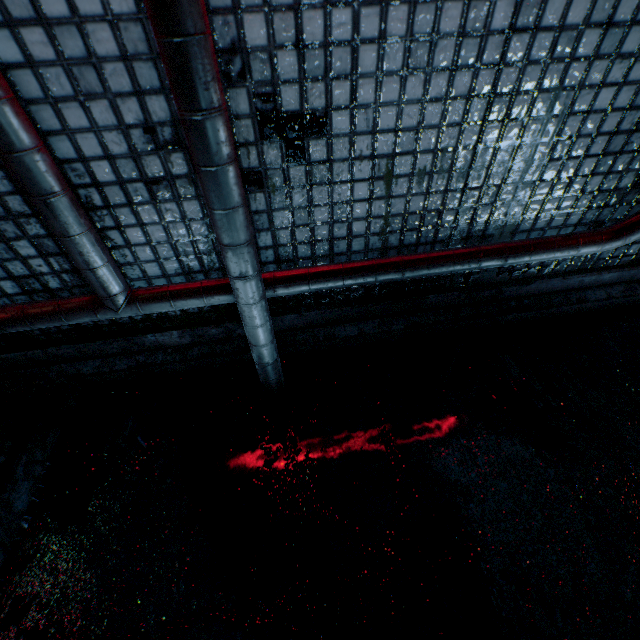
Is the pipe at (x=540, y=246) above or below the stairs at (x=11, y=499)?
above

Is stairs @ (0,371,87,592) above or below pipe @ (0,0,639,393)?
below

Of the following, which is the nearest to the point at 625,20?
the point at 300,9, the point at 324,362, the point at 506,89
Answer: the point at 506,89
